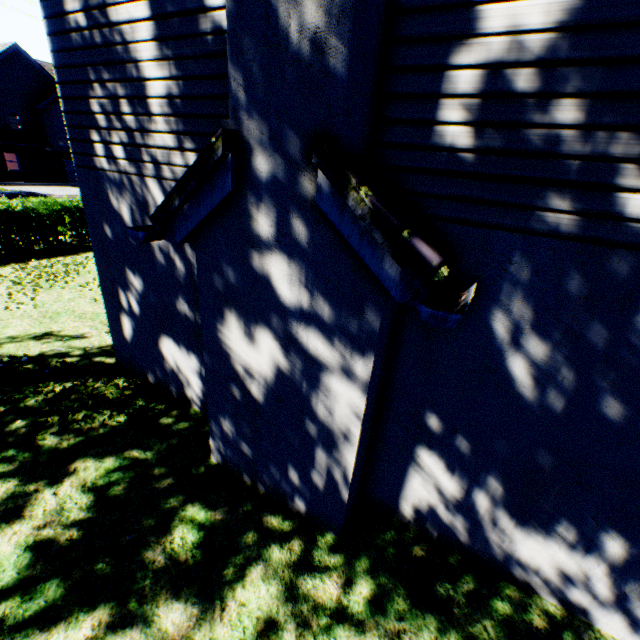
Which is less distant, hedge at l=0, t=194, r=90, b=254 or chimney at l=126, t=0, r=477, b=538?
chimney at l=126, t=0, r=477, b=538

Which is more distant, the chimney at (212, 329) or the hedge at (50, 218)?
the hedge at (50, 218)

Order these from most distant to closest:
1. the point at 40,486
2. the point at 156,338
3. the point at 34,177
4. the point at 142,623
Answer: the point at 34,177 < the point at 156,338 < the point at 40,486 < the point at 142,623
